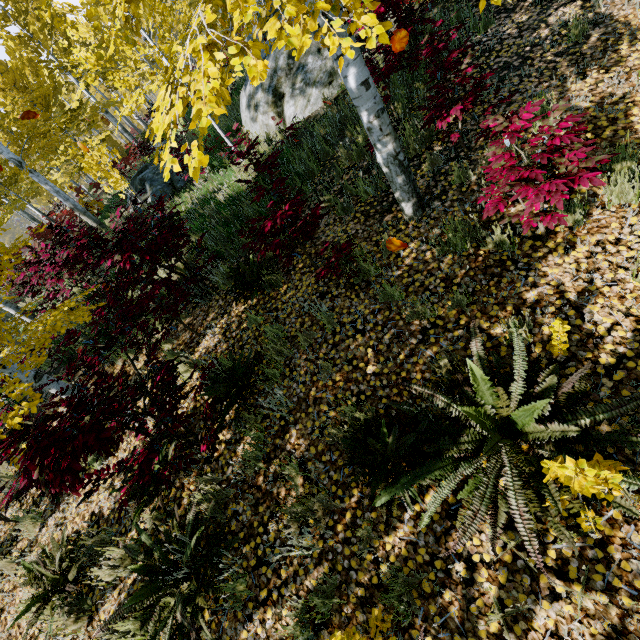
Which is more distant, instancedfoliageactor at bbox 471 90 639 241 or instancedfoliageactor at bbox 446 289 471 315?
instancedfoliageactor at bbox 446 289 471 315

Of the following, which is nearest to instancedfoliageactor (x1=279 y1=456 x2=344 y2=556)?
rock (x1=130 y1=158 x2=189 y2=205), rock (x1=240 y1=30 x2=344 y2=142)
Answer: rock (x1=240 y1=30 x2=344 y2=142)

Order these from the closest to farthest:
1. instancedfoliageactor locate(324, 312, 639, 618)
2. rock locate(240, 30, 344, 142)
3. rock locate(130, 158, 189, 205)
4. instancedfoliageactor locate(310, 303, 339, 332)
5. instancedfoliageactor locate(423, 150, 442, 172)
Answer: instancedfoliageactor locate(324, 312, 639, 618), instancedfoliageactor locate(310, 303, 339, 332), instancedfoliageactor locate(423, 150, 442, 172), rock locate(240, 30, 344, 142), rock locate(130, 158, 189, 205)

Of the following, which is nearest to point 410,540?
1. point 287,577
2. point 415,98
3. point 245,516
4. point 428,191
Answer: point 287,577

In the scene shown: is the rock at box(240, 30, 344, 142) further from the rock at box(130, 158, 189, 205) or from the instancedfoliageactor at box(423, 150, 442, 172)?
the rock at box(130, 158, 189, 205)

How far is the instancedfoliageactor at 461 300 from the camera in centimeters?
322cm

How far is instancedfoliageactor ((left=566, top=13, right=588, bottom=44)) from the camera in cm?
427

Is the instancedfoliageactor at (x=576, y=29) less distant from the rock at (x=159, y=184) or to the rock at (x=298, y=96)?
the rock at (x=298, y=96)
